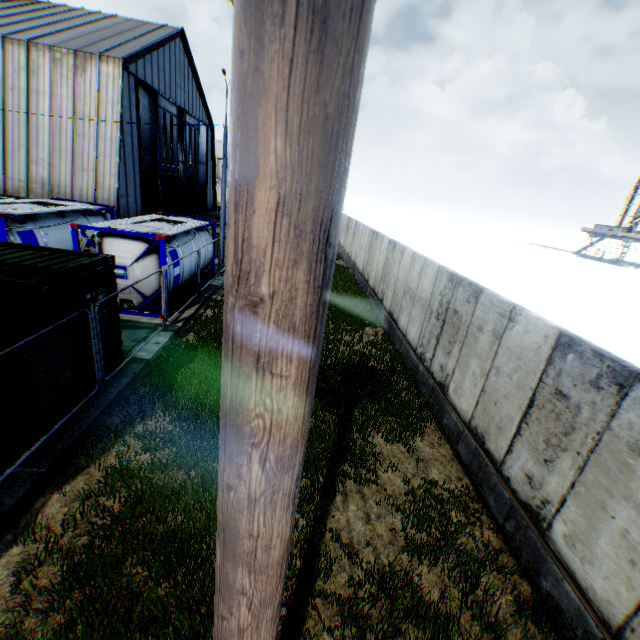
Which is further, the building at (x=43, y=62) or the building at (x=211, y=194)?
the building at (x=211, y=194)

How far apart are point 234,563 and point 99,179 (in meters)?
28.04

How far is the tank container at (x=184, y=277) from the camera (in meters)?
11.83

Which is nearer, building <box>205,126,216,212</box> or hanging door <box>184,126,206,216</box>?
hanging door <box>184,126,206,216</box>

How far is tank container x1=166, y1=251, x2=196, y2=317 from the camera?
11.8m

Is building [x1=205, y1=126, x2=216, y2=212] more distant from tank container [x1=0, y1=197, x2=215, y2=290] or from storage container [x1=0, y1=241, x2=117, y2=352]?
storage container [x1=0, y1=241, x2=117, y2=352]

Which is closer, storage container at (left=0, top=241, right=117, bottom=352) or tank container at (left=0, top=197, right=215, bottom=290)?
storage container at (left=0, top=241, right=117, bottom=352)

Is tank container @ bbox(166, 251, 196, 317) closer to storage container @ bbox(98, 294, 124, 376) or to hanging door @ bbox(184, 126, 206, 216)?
storage container @ bbox(98, 294, 124, 376)
